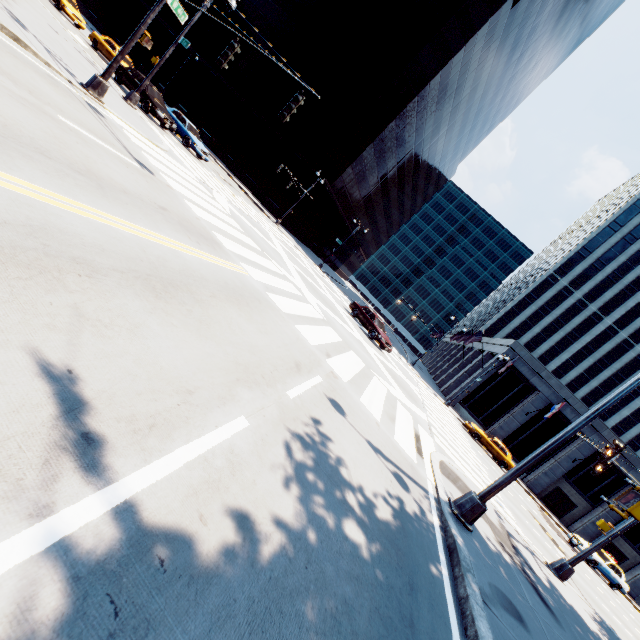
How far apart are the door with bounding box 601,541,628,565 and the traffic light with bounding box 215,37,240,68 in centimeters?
4875cm

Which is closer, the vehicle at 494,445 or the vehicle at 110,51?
the vehicle at 110,51

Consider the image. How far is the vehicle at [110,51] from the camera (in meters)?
23.69

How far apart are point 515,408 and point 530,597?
32.7 meters

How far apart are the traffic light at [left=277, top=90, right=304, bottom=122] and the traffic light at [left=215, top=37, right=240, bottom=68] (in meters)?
2.55

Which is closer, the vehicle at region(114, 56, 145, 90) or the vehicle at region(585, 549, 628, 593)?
the vehicle at region(114, 56, 145, 90)

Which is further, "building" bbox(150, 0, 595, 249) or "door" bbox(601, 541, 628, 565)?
"building" bbox(150, 0, 595, 249)

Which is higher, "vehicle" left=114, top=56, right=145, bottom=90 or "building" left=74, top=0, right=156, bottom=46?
"building" left=74, top=0, right=156, bottom=46
